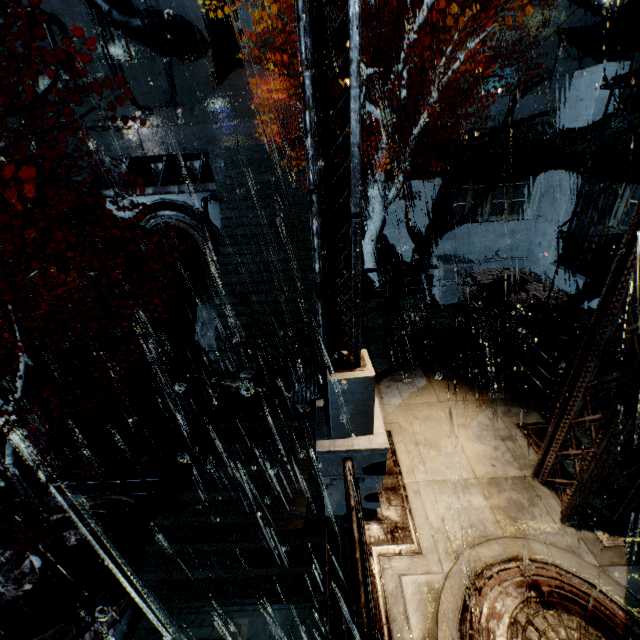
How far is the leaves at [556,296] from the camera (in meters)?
14.16

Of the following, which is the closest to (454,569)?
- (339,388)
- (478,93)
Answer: (339,388)

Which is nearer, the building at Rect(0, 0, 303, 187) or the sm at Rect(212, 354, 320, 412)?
the sm at Rect(212, 354, 320, 412)

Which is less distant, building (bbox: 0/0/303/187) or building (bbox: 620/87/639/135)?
building (bbox: 620/87/639/135)

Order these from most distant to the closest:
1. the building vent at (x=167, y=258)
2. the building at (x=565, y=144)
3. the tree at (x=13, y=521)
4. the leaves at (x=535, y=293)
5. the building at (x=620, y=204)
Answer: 1. the building vent at (x=167, y=258)
2. the leaves at (x=535, y=293)
3. the building at (x=565, y=144)
4. the tree at (x=13, y=521)
5. the building at (x=620, y=204)

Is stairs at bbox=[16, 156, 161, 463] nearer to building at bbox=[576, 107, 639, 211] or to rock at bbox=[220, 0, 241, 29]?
building at bbox=[576, 107, 639, 211]

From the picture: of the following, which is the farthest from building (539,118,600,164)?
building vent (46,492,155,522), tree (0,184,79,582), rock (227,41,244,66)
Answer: rock (227,41,244,66)

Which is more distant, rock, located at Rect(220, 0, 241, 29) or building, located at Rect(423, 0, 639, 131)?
rock, located at Rect(220, 0, 241, 29)
